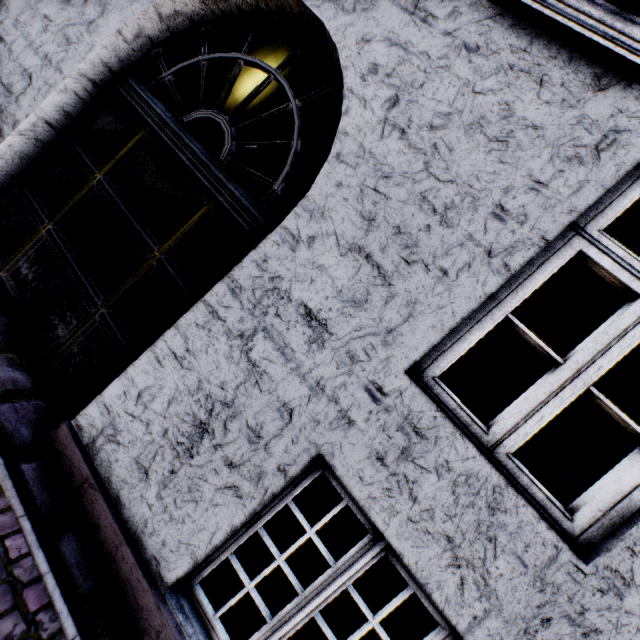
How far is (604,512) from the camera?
1.5m
